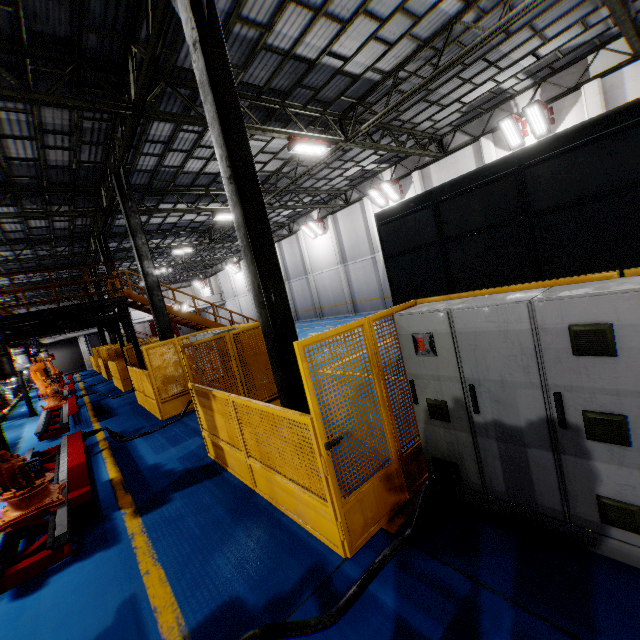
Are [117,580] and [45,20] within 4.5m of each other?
no

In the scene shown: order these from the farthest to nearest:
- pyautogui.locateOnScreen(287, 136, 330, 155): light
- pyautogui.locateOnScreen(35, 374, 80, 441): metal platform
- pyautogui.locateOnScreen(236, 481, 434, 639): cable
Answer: pyautogui.locateOnScreen(287, 136, 330, 155): light
pyautogui.locateOnScreen(35, 374, 80, 441): metal platform
pyautogui.locateOnScreen(236, 481, 434, 639): cable

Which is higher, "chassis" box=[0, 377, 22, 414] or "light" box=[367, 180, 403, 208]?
"light" box=[367, 180, 403, 208]

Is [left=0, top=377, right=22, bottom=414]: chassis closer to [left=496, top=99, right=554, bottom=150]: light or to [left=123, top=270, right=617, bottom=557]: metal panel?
[left=123, top=270, right=617, bottom=557]: metal panel

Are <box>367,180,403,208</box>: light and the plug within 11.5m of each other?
no

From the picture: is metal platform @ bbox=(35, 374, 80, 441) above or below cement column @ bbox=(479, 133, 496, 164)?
below

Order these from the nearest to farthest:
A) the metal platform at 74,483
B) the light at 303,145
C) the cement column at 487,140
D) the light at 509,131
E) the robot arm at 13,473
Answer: the metal platform at 74,483 → the robot arm at 13,473 → the light at 303,145 → the light at 509,131 → the cement column at 487,140

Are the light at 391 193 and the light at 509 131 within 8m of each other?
yes
